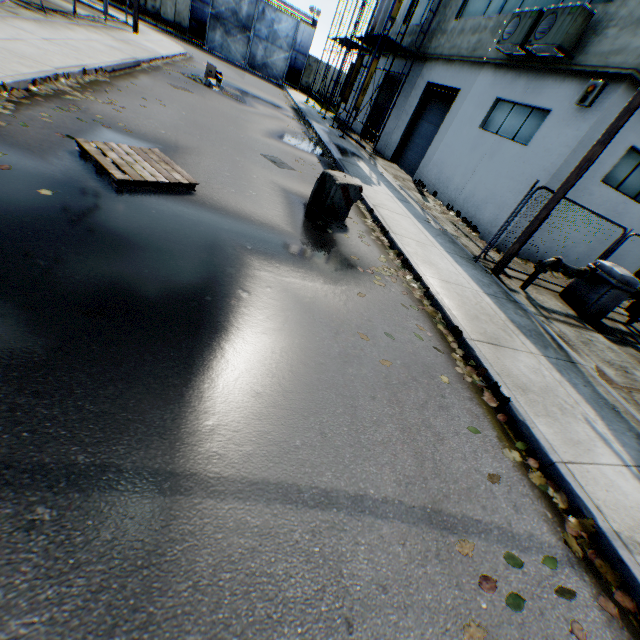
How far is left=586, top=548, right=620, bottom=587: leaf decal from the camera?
2.75m

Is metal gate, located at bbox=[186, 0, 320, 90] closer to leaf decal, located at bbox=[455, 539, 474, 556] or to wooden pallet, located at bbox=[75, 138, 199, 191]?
wooden pallet, located at bbox=[75, 138, 199, 191]

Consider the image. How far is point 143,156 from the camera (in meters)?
5.46

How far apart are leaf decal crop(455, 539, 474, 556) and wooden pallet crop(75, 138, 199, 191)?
5.8 meters

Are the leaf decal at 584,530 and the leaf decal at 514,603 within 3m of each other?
yes

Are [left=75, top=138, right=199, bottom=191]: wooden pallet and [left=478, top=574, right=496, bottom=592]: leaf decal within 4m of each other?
no

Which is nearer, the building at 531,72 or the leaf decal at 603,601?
the leaf decal at 603,601

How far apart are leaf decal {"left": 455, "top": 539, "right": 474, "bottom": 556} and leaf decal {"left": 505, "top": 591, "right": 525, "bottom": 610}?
0.2 meters
